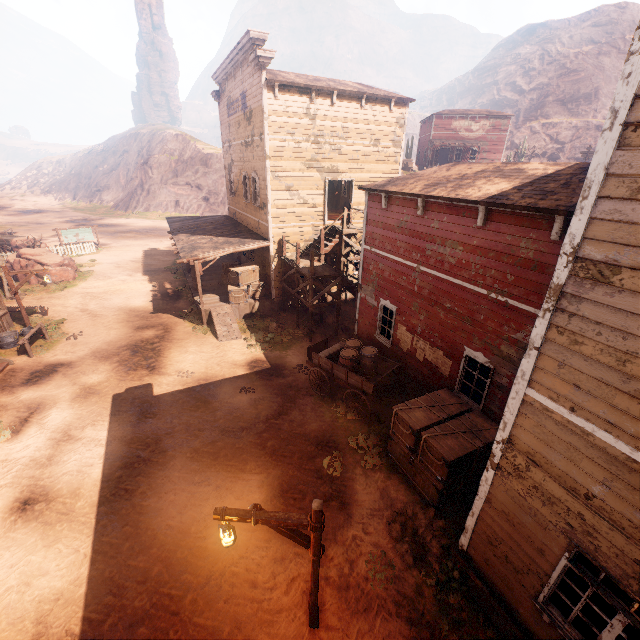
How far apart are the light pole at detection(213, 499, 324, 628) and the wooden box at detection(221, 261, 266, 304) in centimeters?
1310cm

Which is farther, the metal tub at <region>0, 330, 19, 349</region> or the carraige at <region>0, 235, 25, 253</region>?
the carraige at <region>0, 235, 25, 253</region>

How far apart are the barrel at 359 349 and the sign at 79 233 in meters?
30.5 m

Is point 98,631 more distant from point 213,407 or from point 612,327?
point 612,327

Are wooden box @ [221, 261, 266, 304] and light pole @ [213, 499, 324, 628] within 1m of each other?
no

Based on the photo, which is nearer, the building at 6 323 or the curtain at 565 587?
the curtain at 565 587

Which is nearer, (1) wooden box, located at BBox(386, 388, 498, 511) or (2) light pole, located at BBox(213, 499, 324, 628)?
(2) light pole, located at BBox(213, 499, 324, 628)

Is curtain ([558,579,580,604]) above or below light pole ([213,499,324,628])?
below
